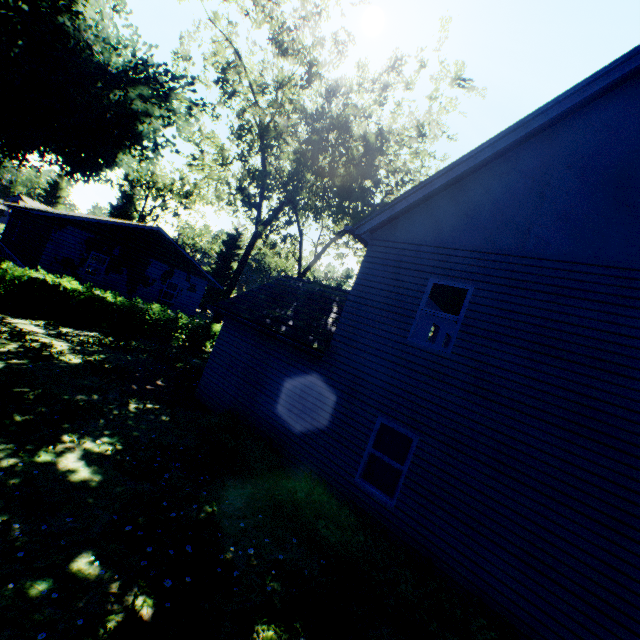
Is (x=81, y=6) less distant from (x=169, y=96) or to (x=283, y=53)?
(x=169, y=96)

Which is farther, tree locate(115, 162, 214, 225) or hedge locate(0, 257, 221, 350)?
tree locate(115, 162, 214, 225)

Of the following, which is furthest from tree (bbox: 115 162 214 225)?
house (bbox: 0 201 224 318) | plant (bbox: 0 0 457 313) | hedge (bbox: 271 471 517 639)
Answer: hedge (bbox: 271 471 517 639)

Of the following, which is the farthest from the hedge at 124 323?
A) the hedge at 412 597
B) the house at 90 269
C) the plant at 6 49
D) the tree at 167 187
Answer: the tree at 167 187

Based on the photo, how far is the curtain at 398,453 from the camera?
7.4m

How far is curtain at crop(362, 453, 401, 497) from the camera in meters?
7.3 m

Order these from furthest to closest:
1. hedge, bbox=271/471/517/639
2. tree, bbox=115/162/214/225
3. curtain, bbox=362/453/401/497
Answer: tree, bbox=115/162/214/225 < curtain, bbox=362/453/401/497 < hedge, bbox=271/471/517/639
